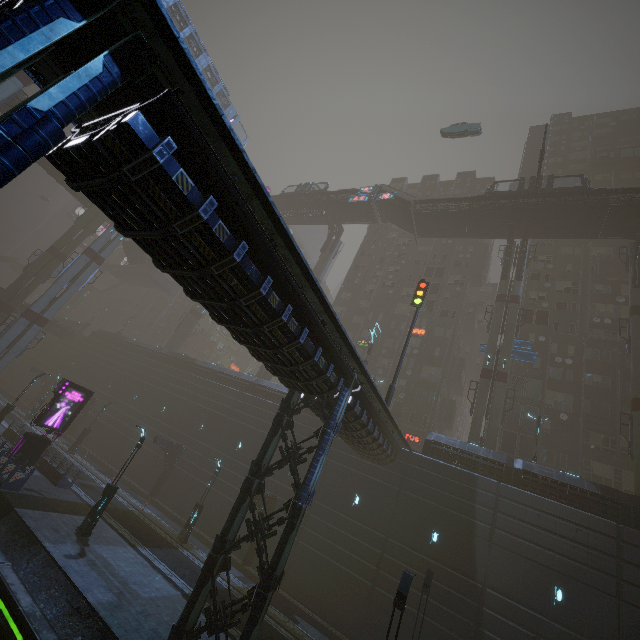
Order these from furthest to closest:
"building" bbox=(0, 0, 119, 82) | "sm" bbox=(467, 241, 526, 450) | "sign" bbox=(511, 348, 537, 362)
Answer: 1. "sign" bbox=(511, 348, 537, 362)
2. "sm" bbox=(467, 241, 526, 450)
3. "building" bbox=(0, 0, 119, 82)

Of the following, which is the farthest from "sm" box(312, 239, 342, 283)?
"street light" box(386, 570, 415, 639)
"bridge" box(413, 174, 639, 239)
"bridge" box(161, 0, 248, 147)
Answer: "street light" box(386, 570, 415, 639)

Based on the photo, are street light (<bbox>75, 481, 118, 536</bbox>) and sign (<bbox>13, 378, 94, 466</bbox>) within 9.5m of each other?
yes

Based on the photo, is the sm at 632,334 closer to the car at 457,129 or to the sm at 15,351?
the car at 457,129

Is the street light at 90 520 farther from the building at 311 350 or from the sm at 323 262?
the sm at 323 262

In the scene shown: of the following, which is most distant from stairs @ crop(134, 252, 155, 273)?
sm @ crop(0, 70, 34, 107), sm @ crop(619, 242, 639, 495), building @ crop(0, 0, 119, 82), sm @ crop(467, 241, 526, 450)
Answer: sm @ crop(619, 242, 639, 495)

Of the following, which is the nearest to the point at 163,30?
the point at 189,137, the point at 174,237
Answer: the point at 189,137

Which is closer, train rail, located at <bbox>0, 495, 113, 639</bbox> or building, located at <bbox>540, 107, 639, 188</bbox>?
train rail, located at <bbox>0, 495, 113, 639</bbox>
